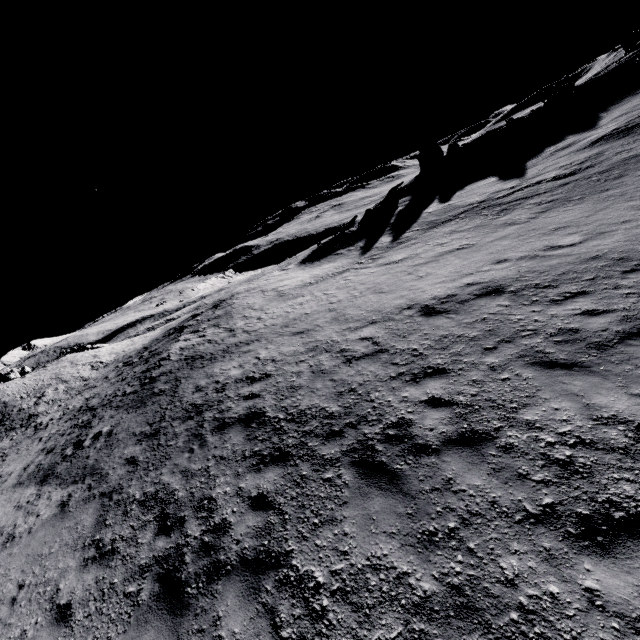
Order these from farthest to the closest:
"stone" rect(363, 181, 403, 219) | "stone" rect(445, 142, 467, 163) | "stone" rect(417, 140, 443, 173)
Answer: "stone" rect(417, 140, 443, 173)
"stone" rect(445, 142, 467, 163)
"stone" rect(363, 181, 403, 219)

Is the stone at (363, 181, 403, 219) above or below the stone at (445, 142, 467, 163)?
below

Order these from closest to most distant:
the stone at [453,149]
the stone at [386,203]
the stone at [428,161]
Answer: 1. the stone at [386,203]
2. the stone at [453,149]
3. the stone at [428,161]

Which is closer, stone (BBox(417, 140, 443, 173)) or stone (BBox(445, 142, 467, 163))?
stone (BBox(445, 142, 467, 163))

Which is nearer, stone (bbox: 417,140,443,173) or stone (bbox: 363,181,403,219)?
stone (bbox: 363,181,403,219)

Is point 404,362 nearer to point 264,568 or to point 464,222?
point 264,568

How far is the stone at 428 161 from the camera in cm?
4181

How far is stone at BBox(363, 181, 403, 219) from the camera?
33.3 meters
